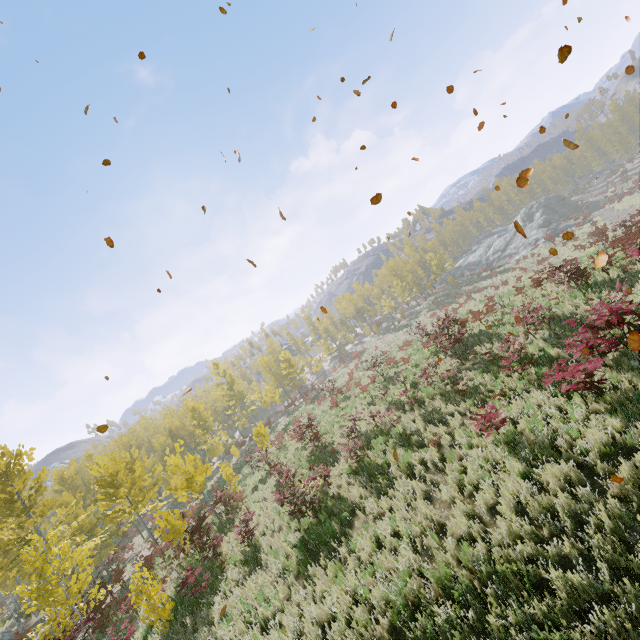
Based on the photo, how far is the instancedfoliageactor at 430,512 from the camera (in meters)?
7.22

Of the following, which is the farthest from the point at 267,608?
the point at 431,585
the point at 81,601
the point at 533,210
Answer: the point at 533,210

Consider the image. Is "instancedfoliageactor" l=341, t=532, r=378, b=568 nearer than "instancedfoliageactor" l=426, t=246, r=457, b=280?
Yes

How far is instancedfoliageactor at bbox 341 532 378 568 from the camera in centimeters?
739cm

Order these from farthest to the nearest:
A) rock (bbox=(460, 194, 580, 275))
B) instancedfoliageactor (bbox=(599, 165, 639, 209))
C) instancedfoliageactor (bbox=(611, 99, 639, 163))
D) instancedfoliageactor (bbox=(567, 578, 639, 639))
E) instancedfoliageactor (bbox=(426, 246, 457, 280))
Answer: instancedfoliageactor (bbox=(611, 99, 639, 163)), instancedfoliageactor (bbox=(426, 246, 457, 280)), rock (bbox=(460, 194, 580, 275)), instancedfoliageactor (bbox=(599, 165, 639, 209)), instancedfoliageactor (bbox=(567, 578, 639, 639))
